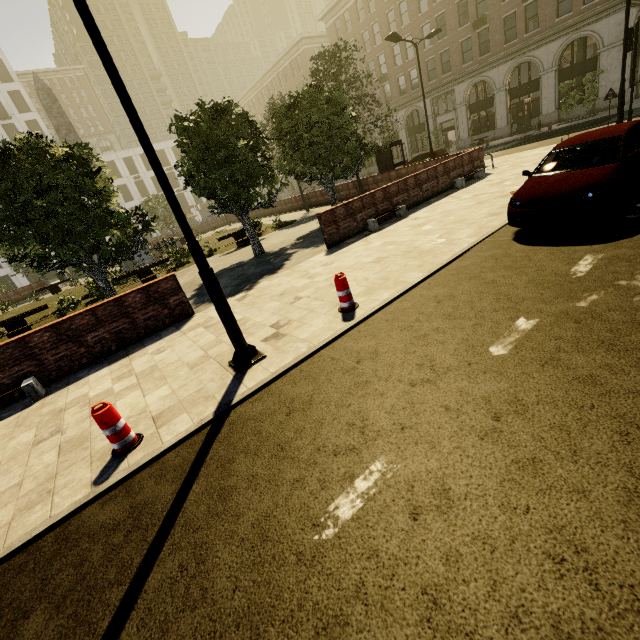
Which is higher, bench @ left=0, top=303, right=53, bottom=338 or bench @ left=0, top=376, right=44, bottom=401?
bench @ left=0, top=303, right=53, bottom=338

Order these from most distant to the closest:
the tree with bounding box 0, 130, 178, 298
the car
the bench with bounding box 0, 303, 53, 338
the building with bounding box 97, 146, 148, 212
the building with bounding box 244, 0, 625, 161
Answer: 1. the building with bounding box 97, 146, 148, 212
2. the building with bounding box 244, 0, 625, 161
3. the bench with bounding box 0, 303, 53, 338
4. the tree with bounding box 0, 130, 178, 298
5. the car

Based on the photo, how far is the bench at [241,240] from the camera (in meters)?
18.02

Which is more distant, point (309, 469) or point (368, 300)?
point (368, 300)

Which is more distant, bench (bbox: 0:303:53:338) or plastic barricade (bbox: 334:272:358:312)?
bench (bbox: 0:303:53:338)

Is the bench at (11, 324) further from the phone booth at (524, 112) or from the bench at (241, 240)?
the phone booth at (524, 112)

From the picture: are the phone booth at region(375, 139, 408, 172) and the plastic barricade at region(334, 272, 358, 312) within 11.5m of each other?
no

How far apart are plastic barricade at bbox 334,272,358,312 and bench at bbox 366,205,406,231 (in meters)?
6.08
